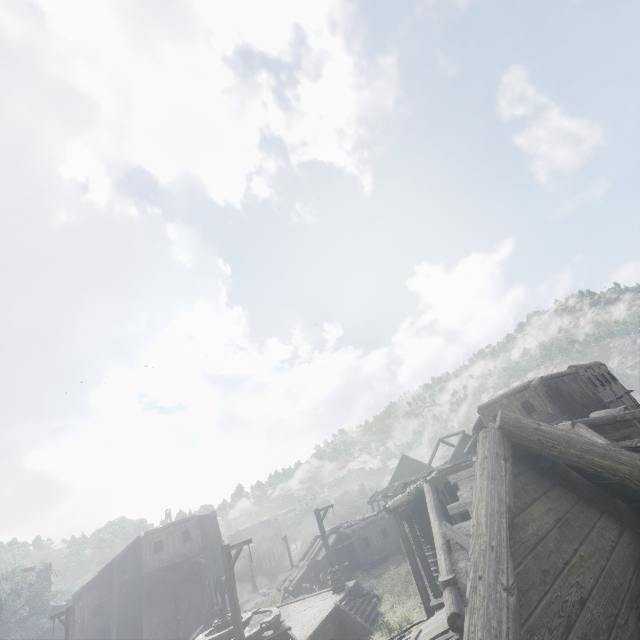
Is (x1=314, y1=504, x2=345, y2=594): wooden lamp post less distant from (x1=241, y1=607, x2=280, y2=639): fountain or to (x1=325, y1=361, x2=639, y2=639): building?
(x1=241, y1=607, x2=280, y2=639): fountain

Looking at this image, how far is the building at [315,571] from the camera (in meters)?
31.38

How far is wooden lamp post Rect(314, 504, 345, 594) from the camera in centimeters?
2046cm

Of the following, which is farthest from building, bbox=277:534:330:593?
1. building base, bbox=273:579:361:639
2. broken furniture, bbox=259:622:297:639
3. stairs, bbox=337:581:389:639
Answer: broken furniture, bbox=259:622:297:639

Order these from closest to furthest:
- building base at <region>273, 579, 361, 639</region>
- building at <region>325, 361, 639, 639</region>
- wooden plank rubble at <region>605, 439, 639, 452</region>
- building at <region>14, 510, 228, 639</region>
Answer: building at <region>325, 361, 639, 639</region>, wooden plank rubble at <region>605, 439, 639, 452</region>, building base at <region>273, 579, 361, 639</region>, building at <region>14, 510, 228, 639</region>

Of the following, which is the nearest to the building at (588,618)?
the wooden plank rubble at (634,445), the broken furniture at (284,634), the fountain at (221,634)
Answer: the wooden plank rubble at (634,445)

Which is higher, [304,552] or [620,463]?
[620,463]

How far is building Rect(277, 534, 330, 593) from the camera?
31.38m
